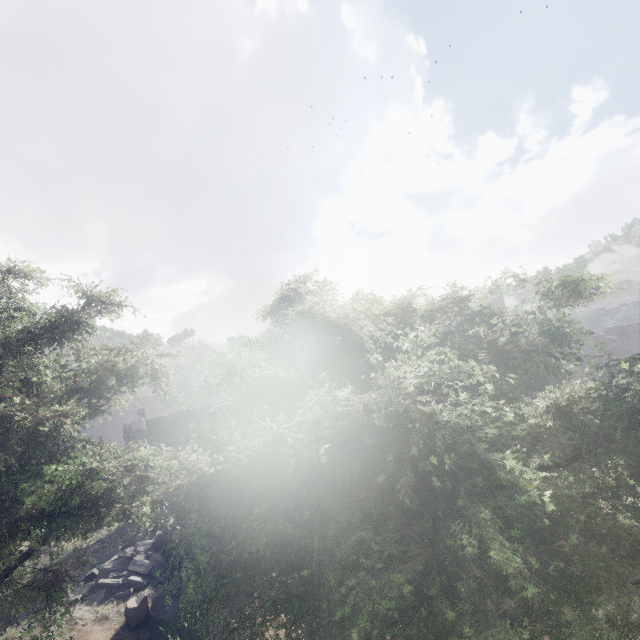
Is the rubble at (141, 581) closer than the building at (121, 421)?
Yes

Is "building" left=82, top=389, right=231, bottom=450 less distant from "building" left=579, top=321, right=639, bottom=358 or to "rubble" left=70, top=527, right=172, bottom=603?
"building" left=579, top=321, right=639, bottom=358

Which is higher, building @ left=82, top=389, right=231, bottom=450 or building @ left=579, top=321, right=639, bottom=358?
building @ left=82, top=389, right=231, bottom=450

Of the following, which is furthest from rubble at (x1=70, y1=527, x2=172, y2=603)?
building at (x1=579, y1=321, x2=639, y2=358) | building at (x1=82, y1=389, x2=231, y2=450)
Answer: building at (x1=82, y1=389, x2=231, y2=450)

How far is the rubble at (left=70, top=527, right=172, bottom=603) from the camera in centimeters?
978cm

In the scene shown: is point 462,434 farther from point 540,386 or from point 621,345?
point 621,345

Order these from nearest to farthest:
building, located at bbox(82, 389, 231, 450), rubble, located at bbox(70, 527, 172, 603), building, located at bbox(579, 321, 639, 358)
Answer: rubble, located at bbox(70, 527, 172, 603) < building, located at bbox(82, 389, 231, 450) < building, located at bbox(579, 321, 639, 358)

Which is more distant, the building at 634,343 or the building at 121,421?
the building at 634,343
